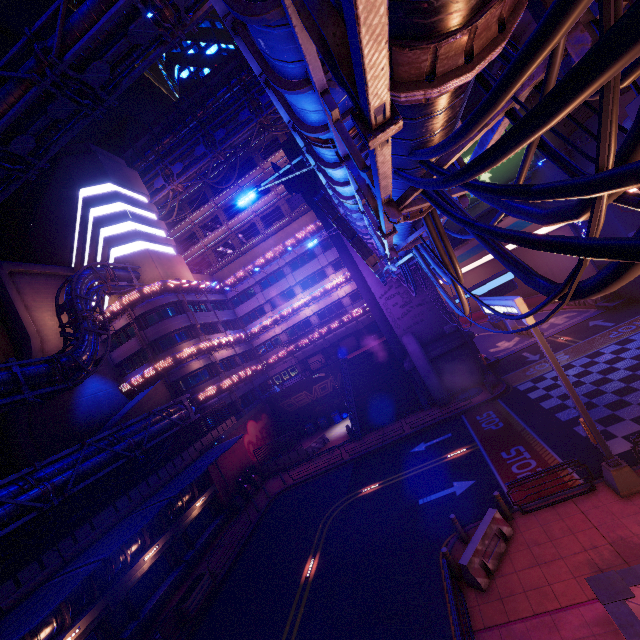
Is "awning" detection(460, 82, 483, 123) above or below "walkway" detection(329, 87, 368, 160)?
above

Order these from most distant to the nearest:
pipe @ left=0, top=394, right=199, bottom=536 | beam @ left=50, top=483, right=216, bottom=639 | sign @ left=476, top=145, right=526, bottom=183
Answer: sign @ left=476, top=145, right=526, bottom=183 < beam @ left=50, top=483, right=216, bottom=639 < pipe @ left=0, top=394, right=199, bottom=536

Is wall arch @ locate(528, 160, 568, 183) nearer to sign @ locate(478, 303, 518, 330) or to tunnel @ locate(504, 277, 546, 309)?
tunnel @ locate(504, 277, 546, 309)

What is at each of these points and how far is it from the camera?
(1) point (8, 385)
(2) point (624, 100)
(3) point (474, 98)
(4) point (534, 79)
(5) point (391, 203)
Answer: (1) pipe, 19.3 meters
(2) walkway, 18.7 meters
(3) awning, 15.0 meters
(4) pipe, 3.3 meters
(5) pipe, 5.2 meters

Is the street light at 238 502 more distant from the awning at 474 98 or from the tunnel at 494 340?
the awning at 474 98

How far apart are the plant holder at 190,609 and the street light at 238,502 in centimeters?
773cm

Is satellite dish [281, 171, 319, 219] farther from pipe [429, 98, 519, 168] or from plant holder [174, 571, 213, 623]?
plant holder [174, 571, 213, 623]

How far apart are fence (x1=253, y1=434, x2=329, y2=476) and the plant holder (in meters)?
12.74
